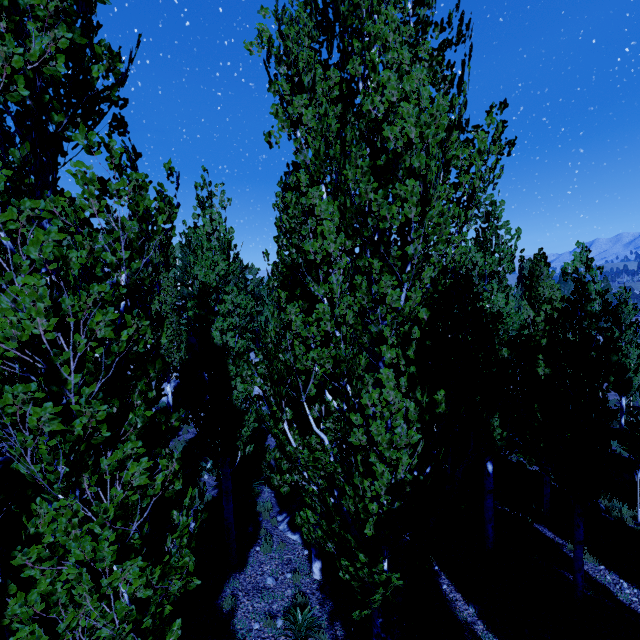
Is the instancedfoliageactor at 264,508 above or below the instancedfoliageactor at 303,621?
below

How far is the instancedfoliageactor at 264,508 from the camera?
10.6m

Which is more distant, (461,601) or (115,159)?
(461,601)

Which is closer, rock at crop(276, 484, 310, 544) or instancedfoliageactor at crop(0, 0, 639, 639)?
instancedfoliageactor at crop(0, 0, 639, 639)

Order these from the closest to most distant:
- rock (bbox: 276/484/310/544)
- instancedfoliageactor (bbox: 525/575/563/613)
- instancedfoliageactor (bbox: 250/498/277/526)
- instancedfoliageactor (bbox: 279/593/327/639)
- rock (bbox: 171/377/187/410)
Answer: instancedfoliageactor (bbox: 279/593/327/639)
instancedfoliageactor (bbox: 525/575/563/613)
rock (bbox: 276/484/310/544)
instancedfoliageactor (bbox: 250/498/277/526)
rock (bbox: 171/377/187/410)

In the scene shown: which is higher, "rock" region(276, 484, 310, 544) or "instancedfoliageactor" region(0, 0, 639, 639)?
"instancedfoliageactor" region(0, 0, 639, 639)

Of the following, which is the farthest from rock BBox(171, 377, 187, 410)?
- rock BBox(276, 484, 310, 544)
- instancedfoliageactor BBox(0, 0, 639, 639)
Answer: rock BBox(276, 484, 310, 544)
